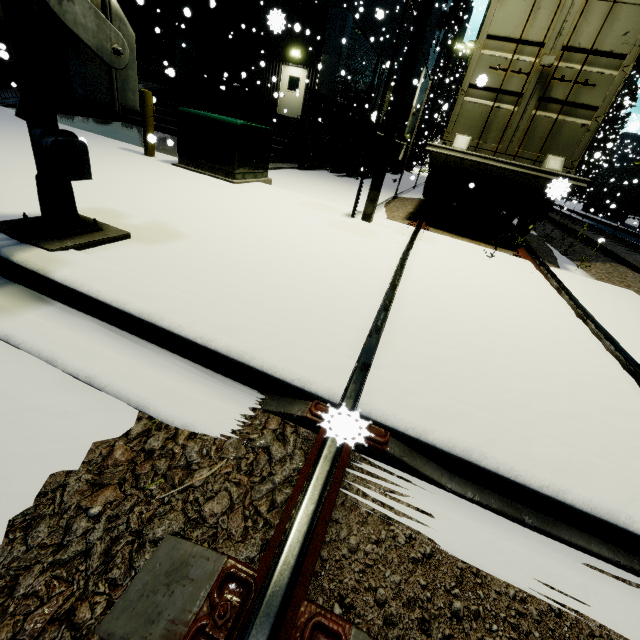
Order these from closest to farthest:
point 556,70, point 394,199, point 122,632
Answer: point 122,632
point 556,70
point 394,199

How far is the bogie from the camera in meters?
6.4

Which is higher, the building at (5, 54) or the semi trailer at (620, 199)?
the semi trailer at (620, 199)

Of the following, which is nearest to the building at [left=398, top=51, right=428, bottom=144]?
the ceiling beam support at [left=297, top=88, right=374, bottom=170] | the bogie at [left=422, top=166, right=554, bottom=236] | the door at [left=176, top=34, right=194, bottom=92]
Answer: the door at [left=176, top=34, right=194, bottom=92]

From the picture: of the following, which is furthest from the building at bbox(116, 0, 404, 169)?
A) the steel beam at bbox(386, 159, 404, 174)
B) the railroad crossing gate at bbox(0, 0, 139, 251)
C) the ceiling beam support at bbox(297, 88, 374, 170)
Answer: the railroad crossing gate at bbox(0, 0, 139, 251)

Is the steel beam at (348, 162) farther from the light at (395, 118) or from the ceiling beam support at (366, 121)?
the light at (395, 118)

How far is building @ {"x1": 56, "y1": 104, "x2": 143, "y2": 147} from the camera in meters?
8.6
